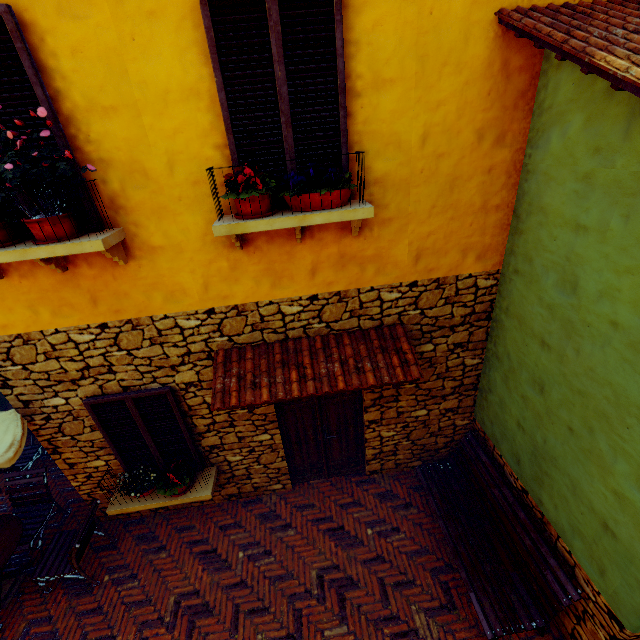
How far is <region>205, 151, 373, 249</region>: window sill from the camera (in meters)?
2.92

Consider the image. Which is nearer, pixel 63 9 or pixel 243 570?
pixel 63 9

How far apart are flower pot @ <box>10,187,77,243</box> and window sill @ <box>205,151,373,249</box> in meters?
1.3 m

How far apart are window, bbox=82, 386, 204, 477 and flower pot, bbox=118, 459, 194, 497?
0.12m

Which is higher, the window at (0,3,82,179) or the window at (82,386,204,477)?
the window at (0,3,82,179)

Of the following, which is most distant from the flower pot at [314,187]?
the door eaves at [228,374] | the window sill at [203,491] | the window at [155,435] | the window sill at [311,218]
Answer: the window sill at [203,491]

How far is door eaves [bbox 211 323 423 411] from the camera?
3.7 meters

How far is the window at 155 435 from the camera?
4.2m
